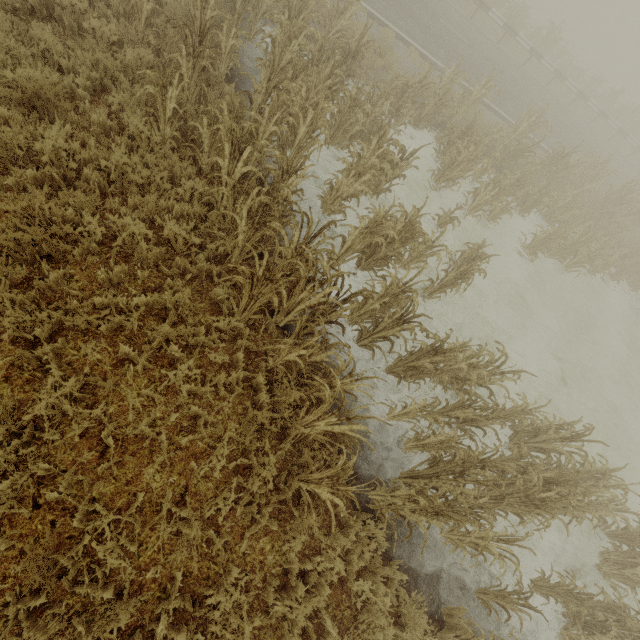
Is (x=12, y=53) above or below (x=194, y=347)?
above

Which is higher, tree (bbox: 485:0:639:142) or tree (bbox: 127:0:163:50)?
tree (bbox: 485:0:639:142)

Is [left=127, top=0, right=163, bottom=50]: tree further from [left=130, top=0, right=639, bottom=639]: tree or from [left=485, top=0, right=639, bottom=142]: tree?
[left=485, top=0, right=639, bottom=142]: tree

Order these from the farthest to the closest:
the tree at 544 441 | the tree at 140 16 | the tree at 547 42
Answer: the tree at 547 42 → the tree at 140 16 → the tree at 544 441

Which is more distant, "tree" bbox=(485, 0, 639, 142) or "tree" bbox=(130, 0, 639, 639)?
"tree" bbox=(485, 0, 639, 142)

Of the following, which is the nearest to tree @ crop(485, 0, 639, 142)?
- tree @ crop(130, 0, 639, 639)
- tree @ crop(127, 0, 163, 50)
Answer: tree @ crop(130, 0, 639, 639)

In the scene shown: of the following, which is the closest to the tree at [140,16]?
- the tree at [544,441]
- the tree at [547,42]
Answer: the tree at [544,441]
